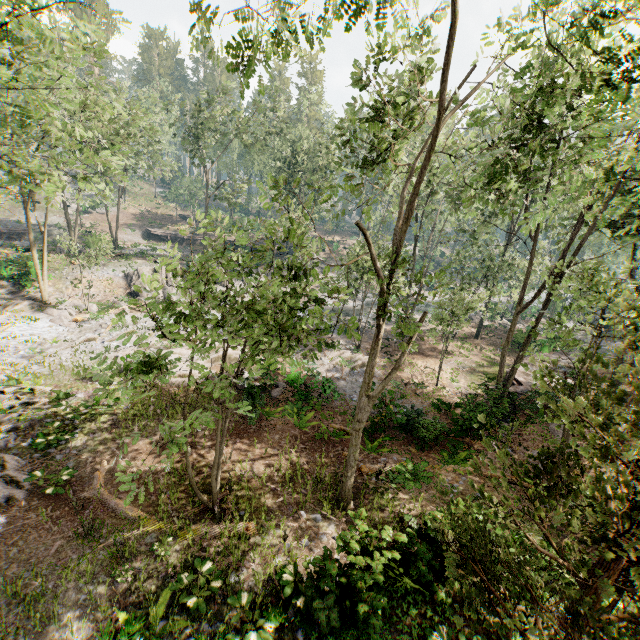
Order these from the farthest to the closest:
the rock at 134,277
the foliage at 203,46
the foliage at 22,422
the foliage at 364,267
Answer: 1. the rock at 134,277
2. the foliage at 22,422
3. the foliage at 203,46
4. the foliage at 364,267

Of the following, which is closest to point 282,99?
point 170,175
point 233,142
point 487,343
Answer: point 170,175

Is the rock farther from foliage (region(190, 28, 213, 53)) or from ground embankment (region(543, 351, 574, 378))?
ground embankment (region(543, 351, 574, 378))

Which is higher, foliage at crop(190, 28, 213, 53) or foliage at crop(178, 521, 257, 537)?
foliage at crop(190, 28, 213, 53)

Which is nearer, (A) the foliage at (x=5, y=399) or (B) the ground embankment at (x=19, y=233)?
(A) the foliage at (x=5, y=399)

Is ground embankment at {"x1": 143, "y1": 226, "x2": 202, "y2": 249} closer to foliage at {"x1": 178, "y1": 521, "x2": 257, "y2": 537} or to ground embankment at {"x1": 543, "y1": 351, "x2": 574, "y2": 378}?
foliage at {"x1": 178, "y1": 521, "x2": 257, "y2": 537}
